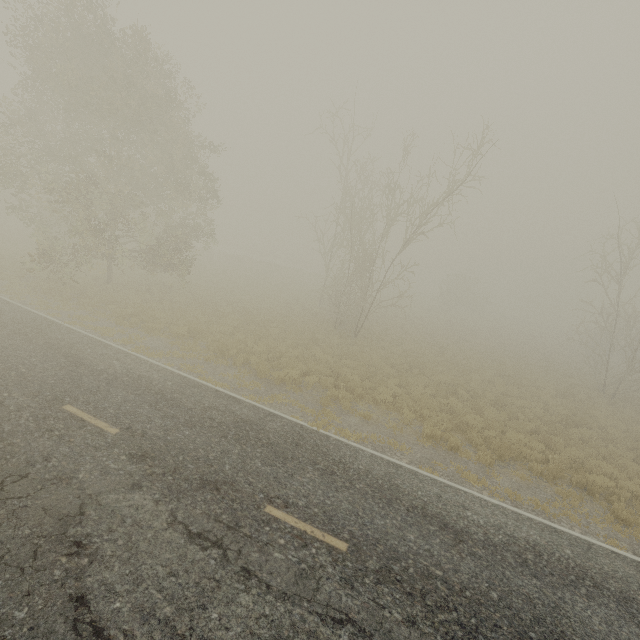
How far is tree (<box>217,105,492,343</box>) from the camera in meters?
16.3

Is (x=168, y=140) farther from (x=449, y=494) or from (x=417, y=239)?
(x=449, y=494)

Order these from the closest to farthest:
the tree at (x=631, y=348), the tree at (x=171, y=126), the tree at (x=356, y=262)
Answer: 1. the tree at (x=171, y=126)
2. the tree at (x=356, y=262)
3. the tree at (x=631, y=348)

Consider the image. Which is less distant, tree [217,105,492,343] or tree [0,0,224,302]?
tree [0,0,224,302]

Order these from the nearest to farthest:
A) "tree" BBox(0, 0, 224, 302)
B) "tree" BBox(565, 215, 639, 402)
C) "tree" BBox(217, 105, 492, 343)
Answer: "tree" BBox(0, 0, 224, 302)
"tree" BBox(217, 105, 492, 343)
"tree" BBox(565, 215, 639, 402)

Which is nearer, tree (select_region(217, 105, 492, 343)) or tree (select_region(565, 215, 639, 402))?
tree (select_region(217, 105, 492, 343))

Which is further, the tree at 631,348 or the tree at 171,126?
the tree at 631,348
